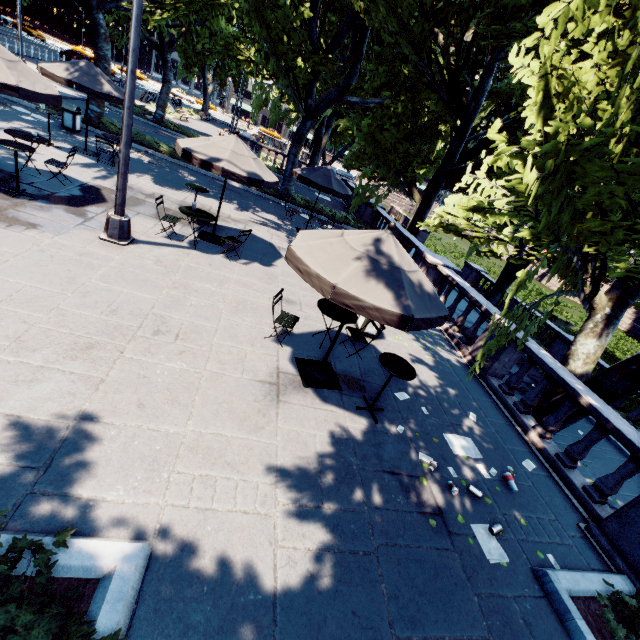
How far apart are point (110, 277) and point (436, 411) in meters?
7.3 m

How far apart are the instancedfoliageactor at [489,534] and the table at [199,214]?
8.6m

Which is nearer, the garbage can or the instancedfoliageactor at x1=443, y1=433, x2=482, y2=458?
the instancedfoliageactor at x1=443, y1=433, x2=482, y2=458

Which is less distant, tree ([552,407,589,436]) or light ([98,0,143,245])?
light ([98,0,143,245])

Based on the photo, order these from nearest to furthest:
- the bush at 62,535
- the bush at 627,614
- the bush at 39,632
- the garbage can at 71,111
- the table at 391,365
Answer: the bush at 39,632 → the bush at 62,535 → the bush at 627,614 → the table at 391,365 → the garbage can at 71,111

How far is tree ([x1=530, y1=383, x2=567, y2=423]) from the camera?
8.0 meters

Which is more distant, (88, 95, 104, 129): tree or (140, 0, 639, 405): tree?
(88, 95, 104, 129): tree

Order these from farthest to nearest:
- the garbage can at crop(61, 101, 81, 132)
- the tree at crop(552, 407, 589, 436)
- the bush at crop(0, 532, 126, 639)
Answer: the garbage can at crop(61, 101, 81, 132)
the tree at crop(552, 407, 589, 436)
the bush at crop(0, 532, 126, 639)
